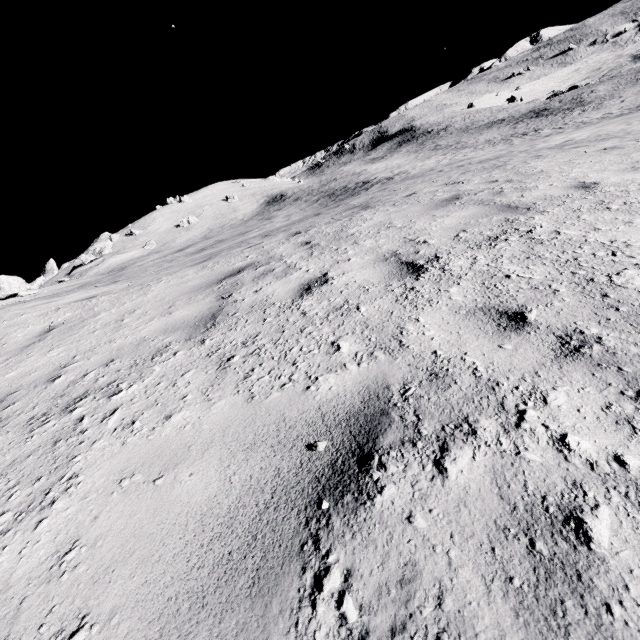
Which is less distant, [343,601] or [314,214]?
[343,601]
